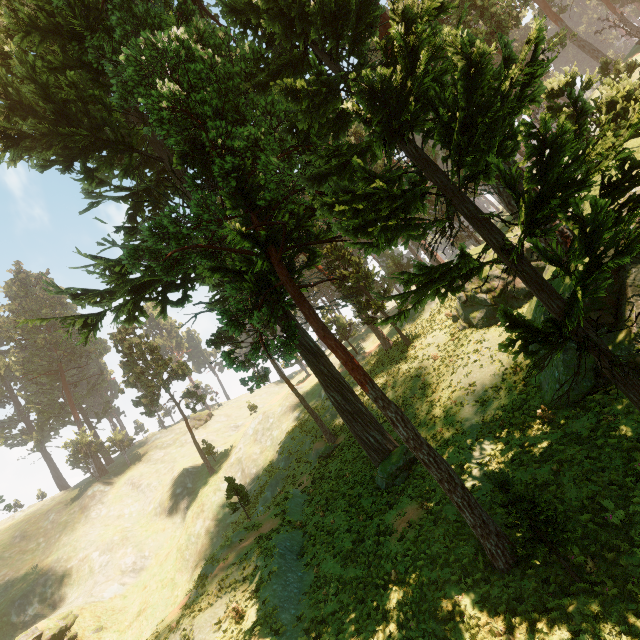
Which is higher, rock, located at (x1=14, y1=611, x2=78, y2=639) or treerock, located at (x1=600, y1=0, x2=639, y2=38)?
treerock, located at (x1=600, y1=0, x2=639, y2=38)

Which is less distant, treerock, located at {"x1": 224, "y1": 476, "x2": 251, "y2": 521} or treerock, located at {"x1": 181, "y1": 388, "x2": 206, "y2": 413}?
treerock, located at {"x1": 224, "y1": 476, "x2": 251, "y2": 521}

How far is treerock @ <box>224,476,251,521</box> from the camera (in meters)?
24.28

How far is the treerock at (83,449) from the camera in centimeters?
5544cm

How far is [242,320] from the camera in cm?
1527

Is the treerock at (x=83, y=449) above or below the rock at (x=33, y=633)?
above
